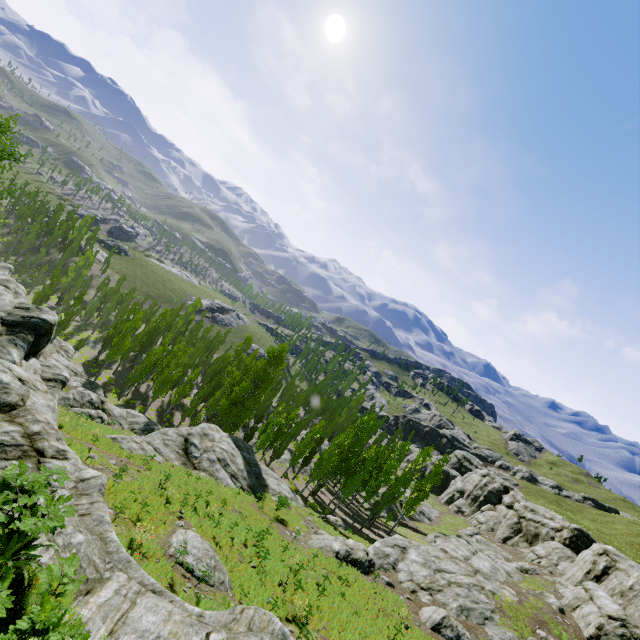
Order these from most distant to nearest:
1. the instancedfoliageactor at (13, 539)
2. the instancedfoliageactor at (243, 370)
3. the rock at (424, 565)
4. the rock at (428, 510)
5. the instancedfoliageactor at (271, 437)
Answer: the rock at (428, 510), the instancedfoliageactor at (271, 437), the instancedfoliageactor at (243, 370), the rock at (424, 565), the instancedfoliageactor at (13, 539)

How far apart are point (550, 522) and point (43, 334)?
61.62m

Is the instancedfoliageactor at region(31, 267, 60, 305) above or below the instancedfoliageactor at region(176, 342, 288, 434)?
below

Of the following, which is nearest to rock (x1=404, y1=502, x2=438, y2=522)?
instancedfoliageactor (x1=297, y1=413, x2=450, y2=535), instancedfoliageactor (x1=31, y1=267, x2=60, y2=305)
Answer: instancedfoliageactor (x1=31, y1=267, x2=60, y2=305)

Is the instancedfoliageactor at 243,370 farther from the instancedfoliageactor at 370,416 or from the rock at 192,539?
the instancedfoliageactor at 370,416

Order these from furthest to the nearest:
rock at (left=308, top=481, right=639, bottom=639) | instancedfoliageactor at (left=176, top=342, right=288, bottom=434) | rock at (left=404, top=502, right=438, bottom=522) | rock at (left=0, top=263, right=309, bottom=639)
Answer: rock at (left=404, top=502, right=438, bottom=522)
instancedfoliageactor at (left=176, top=342, right=288, bottom=434)
rock at (left=308, top=481, right=639, bottom=639)
rock at (left=0, top=263, right=309, bottom=639)

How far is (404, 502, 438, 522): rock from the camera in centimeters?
5272cm
